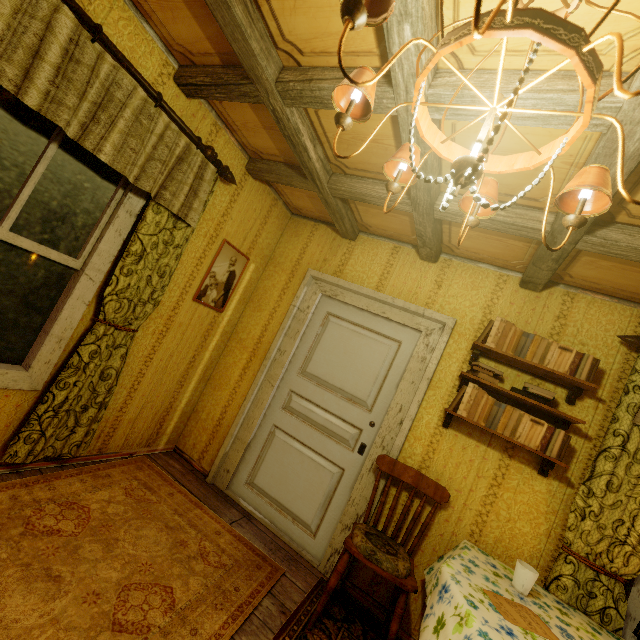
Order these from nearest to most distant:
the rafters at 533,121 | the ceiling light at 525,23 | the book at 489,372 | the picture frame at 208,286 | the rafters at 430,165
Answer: the ceiling light at 525,23 → the rafters at 533,121 → the rafters at 430,165 → the book at 489,372 → the picture frame at 208,286

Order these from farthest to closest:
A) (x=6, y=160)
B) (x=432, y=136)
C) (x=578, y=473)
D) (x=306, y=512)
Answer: (x=306, y=512) < (x=578, y=473) < (x=6, y=160) < (x=432, y=136)

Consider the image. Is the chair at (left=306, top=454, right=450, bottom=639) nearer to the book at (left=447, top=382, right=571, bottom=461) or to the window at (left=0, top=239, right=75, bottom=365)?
the book at (left=447, top=382, right=571, bottom=461)

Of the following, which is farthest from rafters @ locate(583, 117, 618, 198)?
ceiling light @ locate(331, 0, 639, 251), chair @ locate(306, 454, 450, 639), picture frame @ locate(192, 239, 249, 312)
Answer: chair @ locate(306, 454, 450, 639)

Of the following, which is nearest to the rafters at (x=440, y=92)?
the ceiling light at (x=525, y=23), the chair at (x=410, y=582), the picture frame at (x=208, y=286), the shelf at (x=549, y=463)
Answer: the ceiling light at (x=525, y=23)

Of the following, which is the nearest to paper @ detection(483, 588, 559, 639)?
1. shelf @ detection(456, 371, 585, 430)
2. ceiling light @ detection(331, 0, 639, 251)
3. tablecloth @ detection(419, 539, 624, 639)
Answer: tablecloth @ detection(419, 539, 624, 639)

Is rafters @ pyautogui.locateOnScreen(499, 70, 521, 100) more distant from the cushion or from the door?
the cushion

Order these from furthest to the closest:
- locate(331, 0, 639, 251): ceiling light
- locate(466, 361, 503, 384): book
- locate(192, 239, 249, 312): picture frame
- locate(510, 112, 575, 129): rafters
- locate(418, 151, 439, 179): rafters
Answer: locate(192, 239, 249, 312): picture frame, locate(466, 361, 503, 384): book, locate(418, 151, 439, 179): rafters, locate(510, 112, 575, 129): rafters, locate(331, 0, 639, 251): ceiling light
